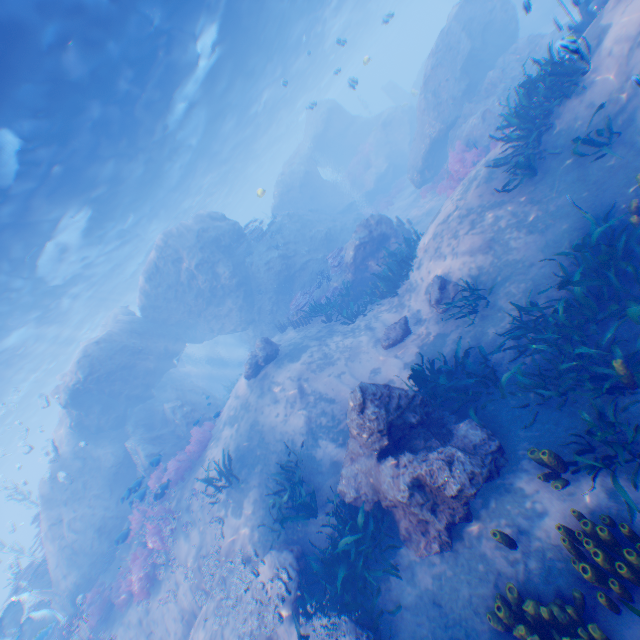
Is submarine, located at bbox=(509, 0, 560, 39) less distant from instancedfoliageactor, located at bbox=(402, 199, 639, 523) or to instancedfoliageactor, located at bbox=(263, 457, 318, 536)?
instancedfoliageactor, located at bbox=(402, 199, 639, 523)

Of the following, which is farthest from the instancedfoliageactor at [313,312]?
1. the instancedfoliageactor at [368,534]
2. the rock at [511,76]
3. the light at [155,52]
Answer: the instancedfoliageactor at [368,534]

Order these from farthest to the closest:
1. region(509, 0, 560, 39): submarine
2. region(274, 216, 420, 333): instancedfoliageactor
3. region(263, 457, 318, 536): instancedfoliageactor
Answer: region(274, 216, 420, 333): instancedfoliageactor, region(263, 457, 318, 536): instancedfoliageactor, region(509, 0, 560, 39): submarine

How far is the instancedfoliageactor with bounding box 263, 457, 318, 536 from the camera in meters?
7.6

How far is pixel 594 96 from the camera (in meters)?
7.14

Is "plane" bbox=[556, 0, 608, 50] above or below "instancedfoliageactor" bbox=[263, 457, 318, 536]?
above

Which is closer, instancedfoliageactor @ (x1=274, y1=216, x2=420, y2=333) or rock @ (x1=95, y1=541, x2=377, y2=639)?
rock @ (x1=95, y1=541, x2=377, y2=639)

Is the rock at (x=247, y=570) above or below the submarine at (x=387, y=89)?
below
